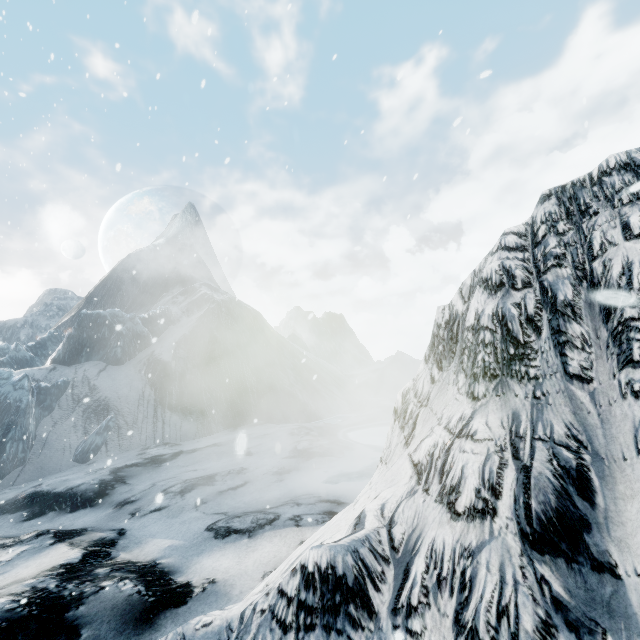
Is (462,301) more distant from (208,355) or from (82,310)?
(82,310)
